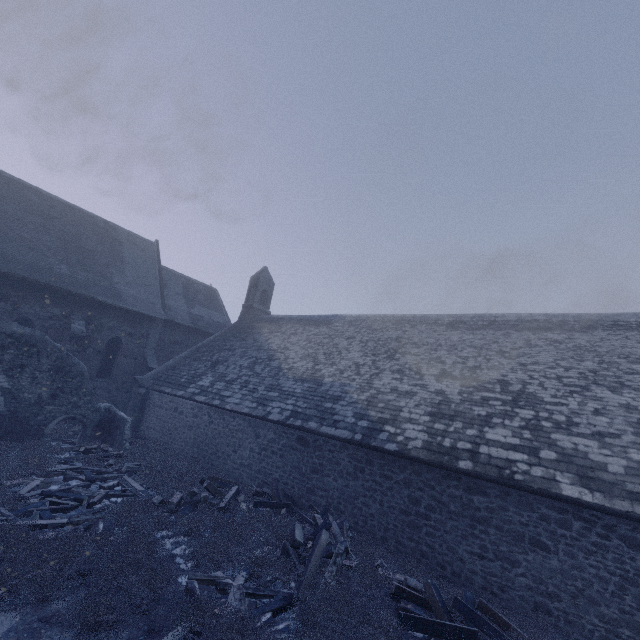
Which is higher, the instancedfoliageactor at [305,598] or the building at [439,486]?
the building at [439,486]

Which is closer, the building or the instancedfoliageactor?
the instancedfoliageactor

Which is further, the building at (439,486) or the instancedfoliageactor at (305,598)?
the building at (439,486)

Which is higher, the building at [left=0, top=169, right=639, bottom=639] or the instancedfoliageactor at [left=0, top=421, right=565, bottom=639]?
the building at [left=0, top=169, right=639, bottom=639]

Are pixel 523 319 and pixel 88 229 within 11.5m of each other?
no
